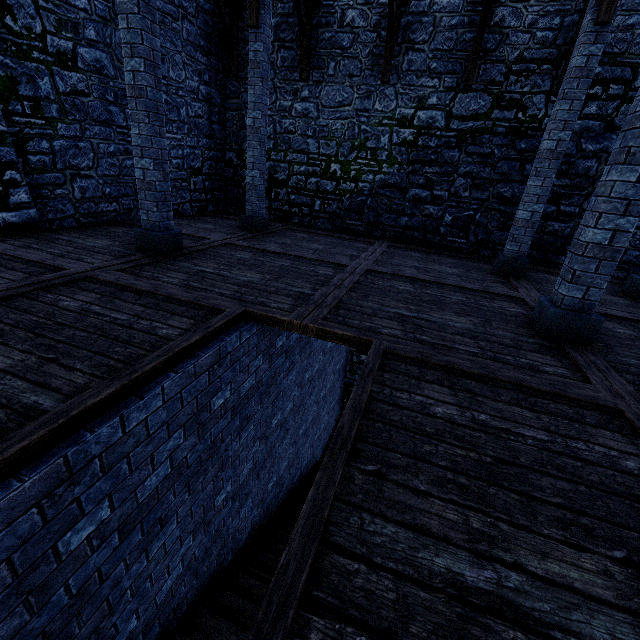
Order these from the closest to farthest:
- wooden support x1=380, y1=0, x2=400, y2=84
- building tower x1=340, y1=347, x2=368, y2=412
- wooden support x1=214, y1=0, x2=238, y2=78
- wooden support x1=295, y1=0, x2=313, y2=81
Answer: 1. wooden support x1=380, y1=0, x2=400, y2=84
2. wooden support x1=295, y1=0, x2=313, y2=81
3. wooden support x1=214, y1=0, x2=238, y2=78
4. building tower x1=340, y1=347, x2=368, y2=412

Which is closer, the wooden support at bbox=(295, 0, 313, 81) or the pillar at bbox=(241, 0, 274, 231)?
the pillar at bbox=(241, 0, 274, 231)

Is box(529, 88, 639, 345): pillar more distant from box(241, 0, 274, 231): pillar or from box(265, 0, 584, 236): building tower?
box(241, 0, 274, 231): pillar

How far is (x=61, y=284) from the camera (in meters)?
3.80

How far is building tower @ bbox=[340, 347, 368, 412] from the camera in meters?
11.5 m

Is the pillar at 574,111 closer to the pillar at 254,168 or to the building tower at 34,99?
the building tower at 34,99

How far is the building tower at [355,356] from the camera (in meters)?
11.51

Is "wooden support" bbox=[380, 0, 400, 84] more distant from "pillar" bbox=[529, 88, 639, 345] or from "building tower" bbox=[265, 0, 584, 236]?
"pillar" bbox=[529, 88, 639, 345]
